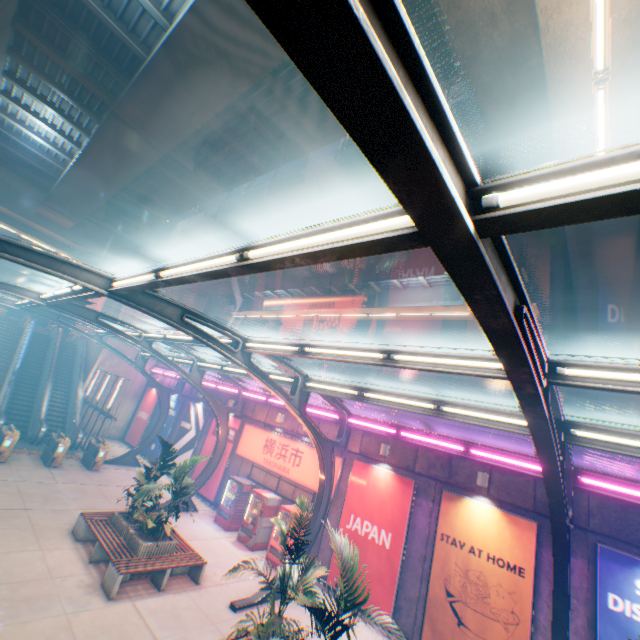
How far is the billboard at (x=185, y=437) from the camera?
19.97m

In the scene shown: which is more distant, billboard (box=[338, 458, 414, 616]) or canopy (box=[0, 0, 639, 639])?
billboard (box=[338, 458, 414, 616])

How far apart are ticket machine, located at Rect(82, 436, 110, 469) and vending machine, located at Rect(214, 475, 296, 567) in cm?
888

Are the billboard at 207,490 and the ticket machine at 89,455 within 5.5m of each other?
yes

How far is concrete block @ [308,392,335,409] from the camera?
15.1 meters

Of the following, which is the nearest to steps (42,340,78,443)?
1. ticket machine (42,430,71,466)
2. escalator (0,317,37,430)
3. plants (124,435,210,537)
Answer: escalator (0,317,37,430)

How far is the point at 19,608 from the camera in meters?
6.9 m

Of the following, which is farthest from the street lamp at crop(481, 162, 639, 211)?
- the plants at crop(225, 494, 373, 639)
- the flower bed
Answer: the flower bed
